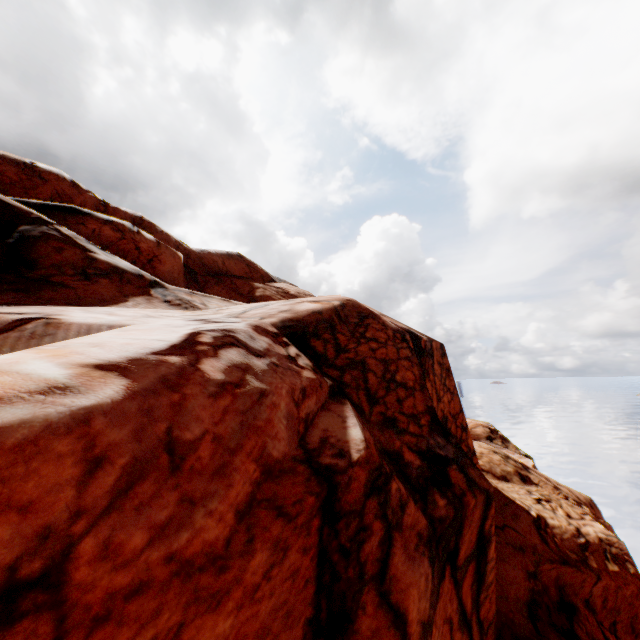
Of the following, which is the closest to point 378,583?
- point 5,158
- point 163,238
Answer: point 163,238
